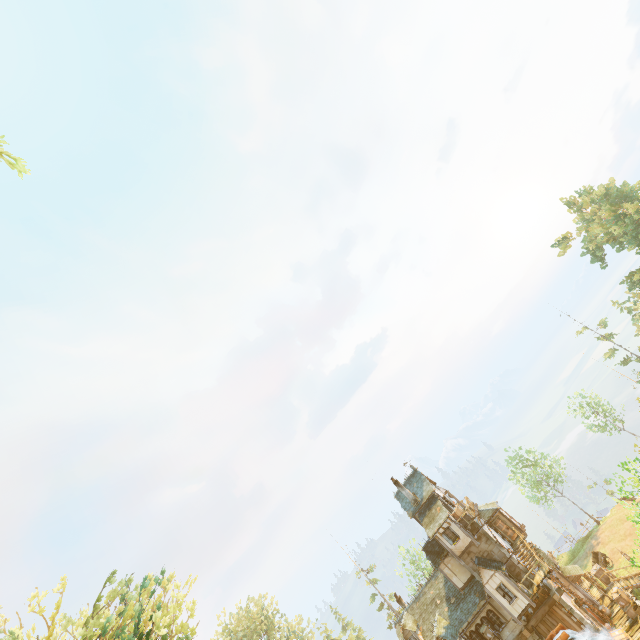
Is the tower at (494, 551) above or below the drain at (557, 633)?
above

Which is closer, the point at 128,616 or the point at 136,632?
the point at 136,632

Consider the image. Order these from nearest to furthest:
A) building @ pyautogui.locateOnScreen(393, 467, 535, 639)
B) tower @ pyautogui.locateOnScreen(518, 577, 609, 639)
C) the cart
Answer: tower @ pyautogui.locateOnScreen(518, 577, 609, 639) → building @ pyautogui.locateOnScreen(393, 467, 535, 639) → the cart

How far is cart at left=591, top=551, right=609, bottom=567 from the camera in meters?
A: 34.5

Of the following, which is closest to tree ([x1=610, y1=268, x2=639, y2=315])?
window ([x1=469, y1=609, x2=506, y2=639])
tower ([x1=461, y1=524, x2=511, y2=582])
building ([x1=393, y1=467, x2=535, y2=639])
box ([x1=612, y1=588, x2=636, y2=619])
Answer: box ([x1=612, y1=588, x2=636, y2=619])

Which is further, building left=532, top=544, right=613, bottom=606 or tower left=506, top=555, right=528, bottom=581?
building left=532, top=544, right=613, bottom=606

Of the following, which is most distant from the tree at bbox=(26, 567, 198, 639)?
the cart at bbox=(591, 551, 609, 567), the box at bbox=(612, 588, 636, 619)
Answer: the box at bbox=(612, 588, 636, 619)

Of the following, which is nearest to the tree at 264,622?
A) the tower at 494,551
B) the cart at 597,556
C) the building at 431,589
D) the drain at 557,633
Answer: the cart at 597,556
